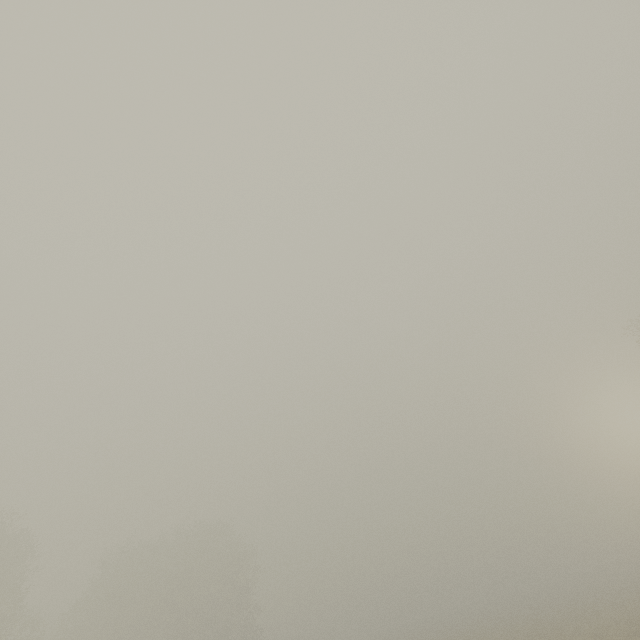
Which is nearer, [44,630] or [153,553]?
[44,630]
